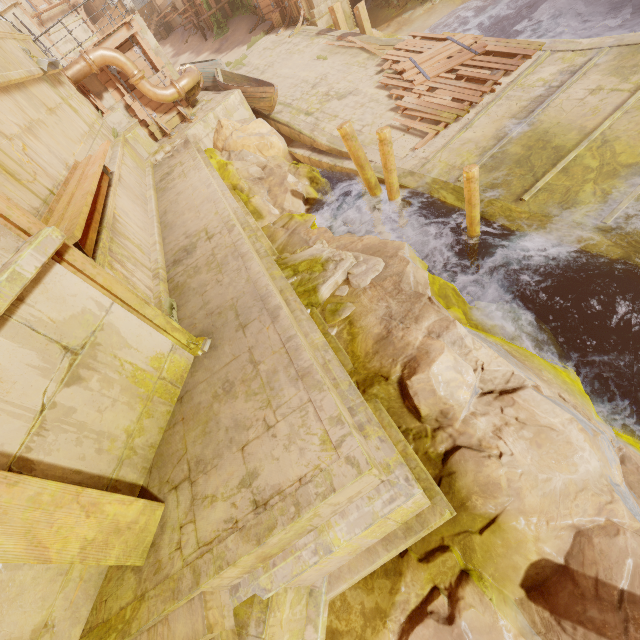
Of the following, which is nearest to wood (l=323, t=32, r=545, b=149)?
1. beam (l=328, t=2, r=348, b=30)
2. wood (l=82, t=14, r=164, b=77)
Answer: beam (l=328, t=2, r=348, b=30)

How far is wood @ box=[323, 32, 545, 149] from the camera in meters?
9.7 m

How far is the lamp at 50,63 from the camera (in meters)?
7.77

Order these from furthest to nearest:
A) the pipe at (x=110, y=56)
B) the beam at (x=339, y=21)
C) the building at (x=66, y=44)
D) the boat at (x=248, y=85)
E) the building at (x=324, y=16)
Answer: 1. the building at (x=66, y=44)
2. the building at (x=324, y=16)
3. the beam at (x=339, y=21)
4. the boat at (x=248, y=85)
5. the pipe at (x=110, y=56)

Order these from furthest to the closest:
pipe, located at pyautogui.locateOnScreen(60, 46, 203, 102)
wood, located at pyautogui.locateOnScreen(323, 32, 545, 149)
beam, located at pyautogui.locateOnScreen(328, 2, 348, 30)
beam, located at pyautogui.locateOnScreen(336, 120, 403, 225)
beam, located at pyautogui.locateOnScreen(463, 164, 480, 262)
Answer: beam, located at pyautogui.locateOnScreen(328, 2, 348, 30) → pipe, located at pyautogui.locateOnScreen(60, 46, 203, 102) → wood, located at pyautogui.locateOnScreen(323, 32, 545, 149) → beam, located at pyautogui.locateOnScreen(336, 120, 403, 225) → beam, located at pyautogui.locateOnScreen(463, 164, 480, 262)

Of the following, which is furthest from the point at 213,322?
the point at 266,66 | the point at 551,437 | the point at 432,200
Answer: the point at 266,66

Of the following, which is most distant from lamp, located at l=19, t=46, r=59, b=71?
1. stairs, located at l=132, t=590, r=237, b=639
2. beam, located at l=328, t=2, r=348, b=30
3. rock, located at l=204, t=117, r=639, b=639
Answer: beam, located at l=328, t=2, r=348, b=30

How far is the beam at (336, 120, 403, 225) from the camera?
7.6m
